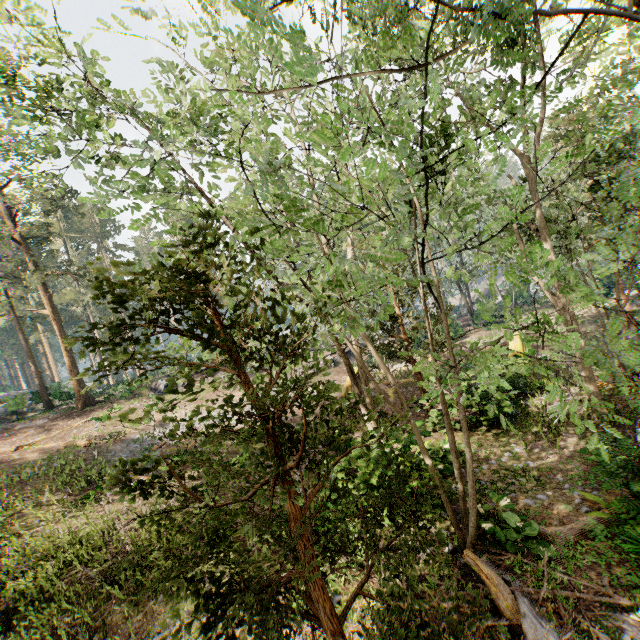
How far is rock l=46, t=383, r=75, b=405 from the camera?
31.4m

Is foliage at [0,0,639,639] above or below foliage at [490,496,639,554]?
above

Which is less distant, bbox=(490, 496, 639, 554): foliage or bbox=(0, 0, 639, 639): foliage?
bbox=(0, 0, 639, 639): foliage

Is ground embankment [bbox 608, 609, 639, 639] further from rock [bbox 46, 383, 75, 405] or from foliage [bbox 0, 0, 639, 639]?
rock [bbox 46, 383, 75, 405]

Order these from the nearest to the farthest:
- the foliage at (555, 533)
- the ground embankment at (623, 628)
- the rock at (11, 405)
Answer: the ground embankment at (623, 628), the foliage at (555, 533), the rock at (11, 405)

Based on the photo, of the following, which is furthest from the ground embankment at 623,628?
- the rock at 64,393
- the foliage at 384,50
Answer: the rock at 64,393

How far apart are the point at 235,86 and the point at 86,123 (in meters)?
4.26

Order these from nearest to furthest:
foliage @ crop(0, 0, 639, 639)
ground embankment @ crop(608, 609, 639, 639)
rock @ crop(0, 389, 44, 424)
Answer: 1. foliage @ crop(0, 0, 639, 639)
2. ground embankment @ crop(608, 609, 639, 639)
3. rock @ crop(0, 389, 44, 424)
